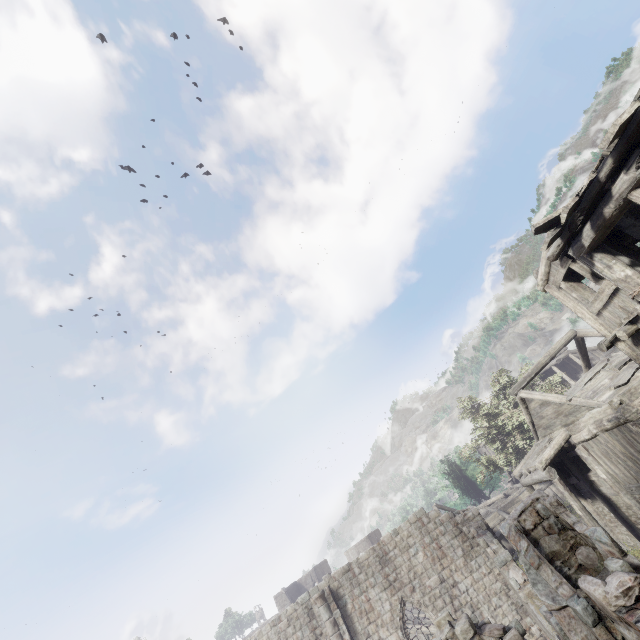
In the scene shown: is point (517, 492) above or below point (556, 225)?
below
